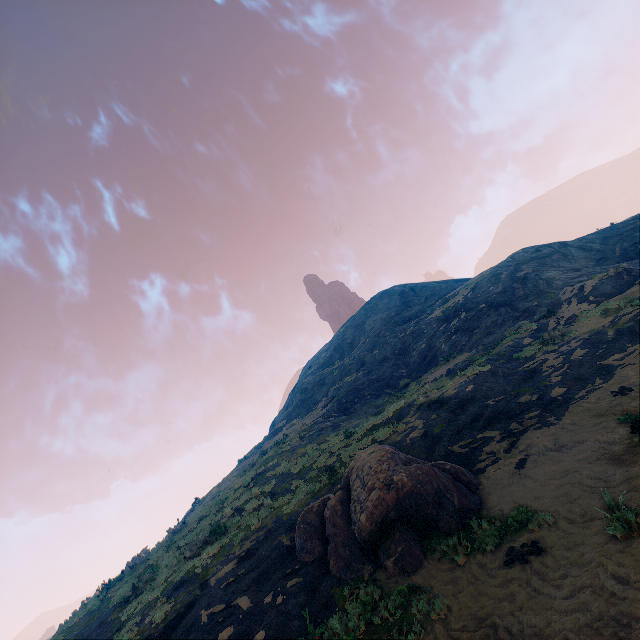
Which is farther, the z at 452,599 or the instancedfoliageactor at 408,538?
the instancedfoliageactor at 408,538

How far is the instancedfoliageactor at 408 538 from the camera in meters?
8.3 m

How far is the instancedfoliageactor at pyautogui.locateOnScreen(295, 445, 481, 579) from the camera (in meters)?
8.30

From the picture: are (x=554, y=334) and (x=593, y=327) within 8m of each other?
yes

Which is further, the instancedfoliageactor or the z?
the instancedfoliageactor
